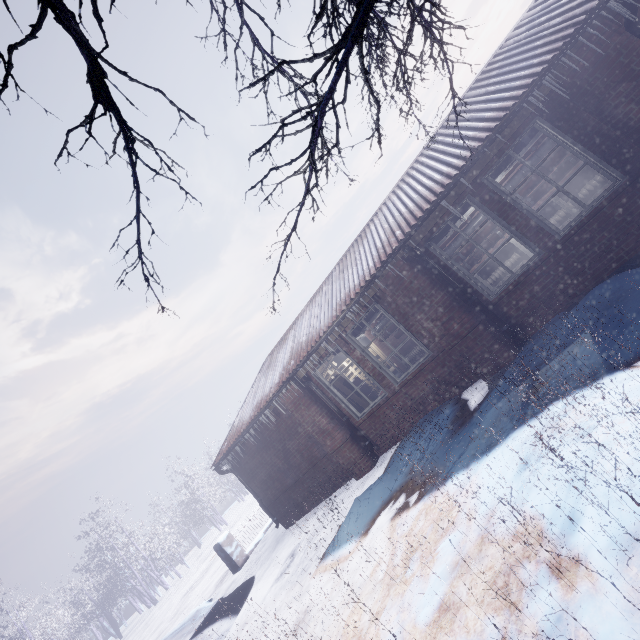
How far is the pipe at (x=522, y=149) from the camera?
4.6 meters

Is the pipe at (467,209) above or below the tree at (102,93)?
below

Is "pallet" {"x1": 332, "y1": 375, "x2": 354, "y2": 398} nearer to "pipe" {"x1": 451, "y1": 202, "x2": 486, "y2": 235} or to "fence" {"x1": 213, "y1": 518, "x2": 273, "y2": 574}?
"pipe" {"x1": 451, "y1": 202, "x2": 486, "y2": 235}

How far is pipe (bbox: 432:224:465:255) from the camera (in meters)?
5.30

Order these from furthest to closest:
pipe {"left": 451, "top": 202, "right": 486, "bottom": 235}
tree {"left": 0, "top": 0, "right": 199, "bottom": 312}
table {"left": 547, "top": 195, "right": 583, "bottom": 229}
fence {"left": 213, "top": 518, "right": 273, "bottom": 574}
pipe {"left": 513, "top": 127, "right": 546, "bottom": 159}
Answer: fence {"left": 213, "top": 518, "right": 273, "bottom": 574}
table {"left": 547, "top": 195, "right": 583, "bottom": 229}
pipe {"left": 451, "top": 202, "right": 486, "bottom": 235}
pipe {"left": 513, "top": 127, "right": 546, "bottom": 159}
tree {"left": 0, "top": 0, "right": 199, "bottom": 312}

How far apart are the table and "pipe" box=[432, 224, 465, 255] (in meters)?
0.96

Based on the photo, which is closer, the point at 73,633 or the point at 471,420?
the point at 471,420

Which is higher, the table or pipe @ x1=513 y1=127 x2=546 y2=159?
pipe @ x1=513 y1=127 x2=546 y2=159
